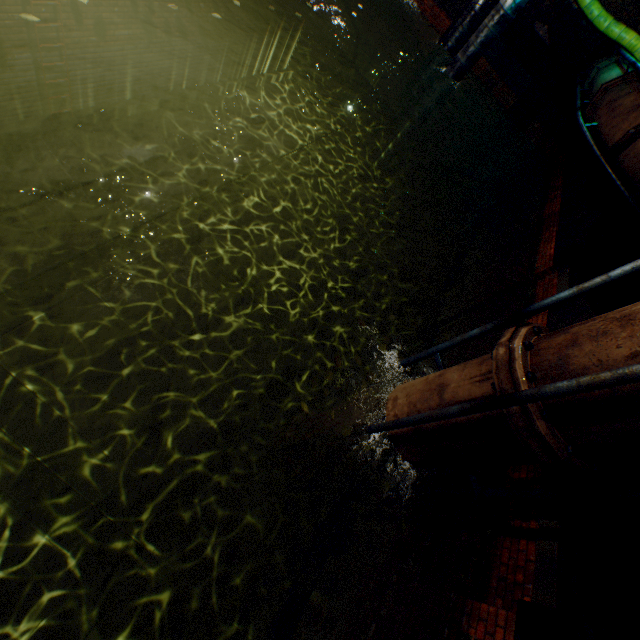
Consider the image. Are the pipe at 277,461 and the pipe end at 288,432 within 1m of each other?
yes

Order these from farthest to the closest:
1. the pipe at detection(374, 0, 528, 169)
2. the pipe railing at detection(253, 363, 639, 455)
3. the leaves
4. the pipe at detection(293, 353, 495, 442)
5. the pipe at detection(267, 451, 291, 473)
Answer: the pipe at detection(374, 0, 528, 169)
the pipe at detection(267, 451, 291, 473)
the leaves
the pipe at detection(293, 353, 495, 442)
the pipe railing at detection(253, 363, 639, 455)

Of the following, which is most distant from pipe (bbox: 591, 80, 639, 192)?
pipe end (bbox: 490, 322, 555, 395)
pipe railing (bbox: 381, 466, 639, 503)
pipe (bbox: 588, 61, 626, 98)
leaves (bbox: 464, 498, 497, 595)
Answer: pipe railing (bbox: 381, 466, 639, 503)

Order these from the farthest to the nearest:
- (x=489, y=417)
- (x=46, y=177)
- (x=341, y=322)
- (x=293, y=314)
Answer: (x=341, y=322), (x=293, y=314), (x=46, y=177), (x=489, y=417)

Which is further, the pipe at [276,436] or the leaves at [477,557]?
the pipe at [276,436]

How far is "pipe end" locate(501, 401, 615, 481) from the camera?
2.3m

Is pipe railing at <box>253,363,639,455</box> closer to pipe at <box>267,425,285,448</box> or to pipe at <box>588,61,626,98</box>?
pipe at <box>267,425,285,448</box>

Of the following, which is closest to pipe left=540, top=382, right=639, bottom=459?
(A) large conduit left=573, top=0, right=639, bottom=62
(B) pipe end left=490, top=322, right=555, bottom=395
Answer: (B) pipe end left=490, top=322, right=555, bottom=395
